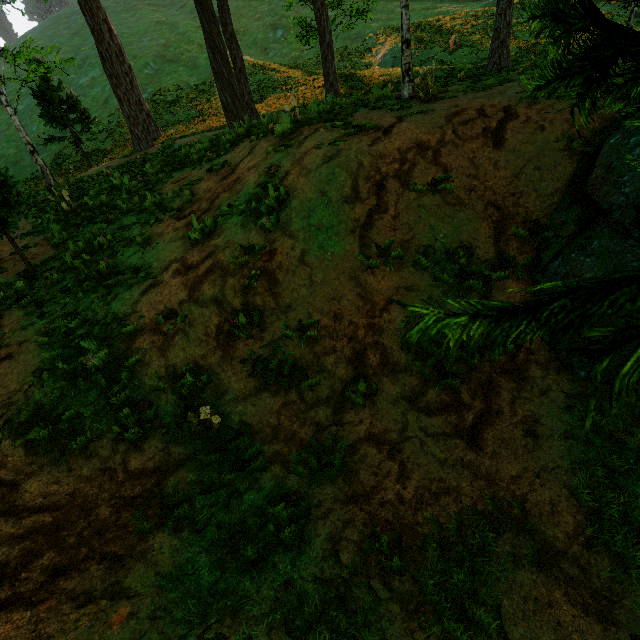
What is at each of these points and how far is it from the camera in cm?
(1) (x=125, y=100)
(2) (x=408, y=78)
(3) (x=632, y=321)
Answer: (1) treerock, 1681
(2) treerock, 951
(3) treerock, 448

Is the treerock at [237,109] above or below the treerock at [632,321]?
above

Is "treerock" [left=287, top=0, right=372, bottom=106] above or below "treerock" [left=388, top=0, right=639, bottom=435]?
above

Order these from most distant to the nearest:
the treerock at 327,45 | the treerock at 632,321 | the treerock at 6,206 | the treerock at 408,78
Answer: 1. the treerock at 327,45
2. the treerock at 408,78
3. the treerock at 6,206
4. the treerock at 632,321

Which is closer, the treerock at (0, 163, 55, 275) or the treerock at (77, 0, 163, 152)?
the treerock at (0, 163, 55, 275)

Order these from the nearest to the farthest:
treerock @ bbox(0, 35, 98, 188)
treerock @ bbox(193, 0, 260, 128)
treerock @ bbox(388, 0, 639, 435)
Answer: treerock @ bbox(388, 0, 639, 435) → treerock @ bbox(193, 0, 260, 128) → treerock @ bbox(0, 35, 98, 188)
